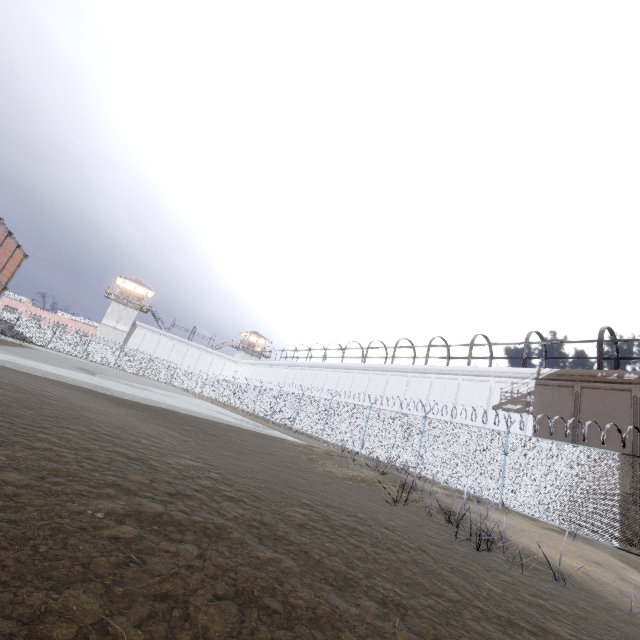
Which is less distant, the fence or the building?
the fence

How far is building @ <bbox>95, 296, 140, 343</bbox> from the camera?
51.7 meters

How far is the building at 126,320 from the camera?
51.7m

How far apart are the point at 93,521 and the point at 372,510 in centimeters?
519cm

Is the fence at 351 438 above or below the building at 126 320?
below

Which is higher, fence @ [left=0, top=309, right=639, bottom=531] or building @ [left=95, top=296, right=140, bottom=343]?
building @ [left=95, top=296, right=140, bottom=343]
